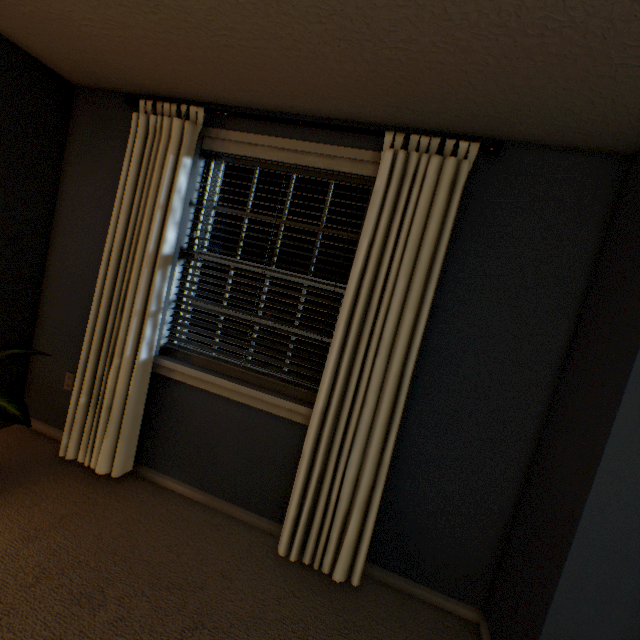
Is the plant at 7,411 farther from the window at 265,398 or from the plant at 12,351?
the window at 265,398

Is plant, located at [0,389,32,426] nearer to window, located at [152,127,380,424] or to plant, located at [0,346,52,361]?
plant, located at [0,346,52,361]

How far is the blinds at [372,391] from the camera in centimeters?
158cm

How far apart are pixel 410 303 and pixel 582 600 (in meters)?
1.32

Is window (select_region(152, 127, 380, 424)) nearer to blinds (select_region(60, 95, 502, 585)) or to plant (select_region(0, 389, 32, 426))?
blinds (select_region(60, 95, 502, 585))

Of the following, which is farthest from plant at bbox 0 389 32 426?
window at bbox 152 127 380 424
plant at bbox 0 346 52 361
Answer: window at bbox 152 127 380 424

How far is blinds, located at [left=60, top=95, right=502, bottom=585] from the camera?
1.6 meters

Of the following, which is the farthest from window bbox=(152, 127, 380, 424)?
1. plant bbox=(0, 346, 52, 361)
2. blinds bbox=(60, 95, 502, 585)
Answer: plant bbox=(0, 346, 52, 361)
